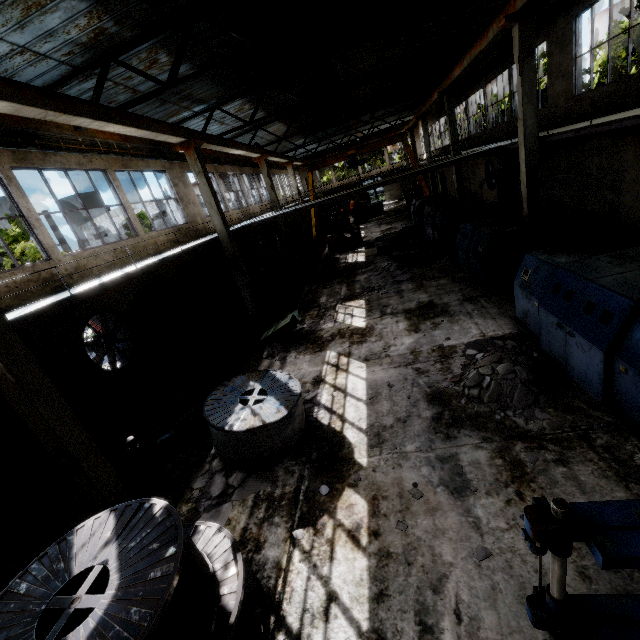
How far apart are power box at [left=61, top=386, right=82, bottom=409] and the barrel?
8.6 meters

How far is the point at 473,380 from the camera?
6.5 meters

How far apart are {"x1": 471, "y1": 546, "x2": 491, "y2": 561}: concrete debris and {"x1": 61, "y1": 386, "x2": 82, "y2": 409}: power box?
10.2m

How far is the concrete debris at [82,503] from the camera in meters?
6.8 m

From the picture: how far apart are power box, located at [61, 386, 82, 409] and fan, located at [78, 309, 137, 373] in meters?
0.8

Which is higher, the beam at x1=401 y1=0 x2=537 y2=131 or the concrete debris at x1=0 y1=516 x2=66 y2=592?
the beam at x1=401 y1=0 x2=537 y2=131

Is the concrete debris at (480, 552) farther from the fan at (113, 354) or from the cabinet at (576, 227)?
the fan at (113, 354)

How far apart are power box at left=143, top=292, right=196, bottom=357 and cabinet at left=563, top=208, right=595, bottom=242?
14.4 meters
